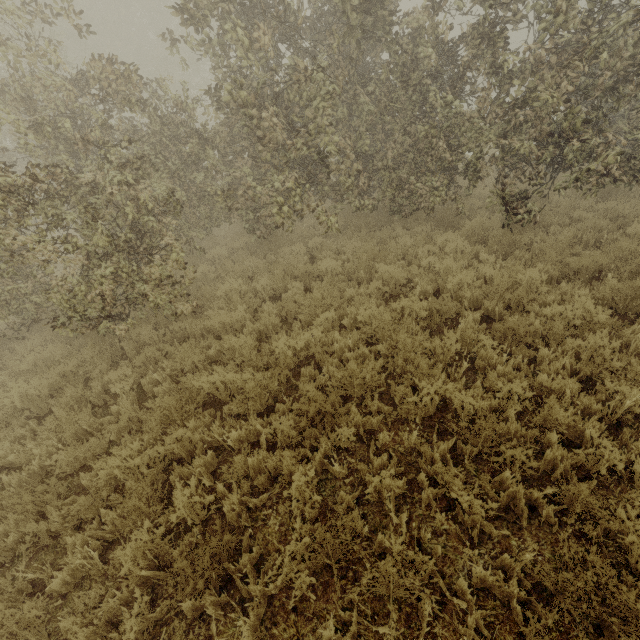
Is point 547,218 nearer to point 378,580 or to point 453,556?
point 453,556
